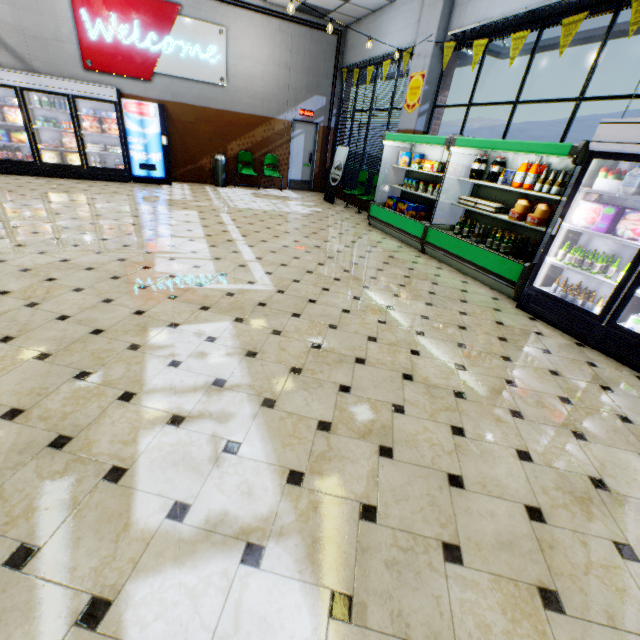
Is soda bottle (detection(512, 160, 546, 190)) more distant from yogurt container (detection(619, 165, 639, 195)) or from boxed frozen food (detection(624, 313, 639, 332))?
boxed frozen food (detection(624, 313, 639, 332))

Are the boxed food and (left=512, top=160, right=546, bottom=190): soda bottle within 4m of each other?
no

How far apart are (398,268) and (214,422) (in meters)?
4.21

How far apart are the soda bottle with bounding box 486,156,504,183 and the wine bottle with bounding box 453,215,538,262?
0.98m

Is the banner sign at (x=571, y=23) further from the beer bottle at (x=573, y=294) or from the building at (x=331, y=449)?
the beer bottle at (x=573, y=294)

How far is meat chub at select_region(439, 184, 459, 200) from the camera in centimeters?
628cm

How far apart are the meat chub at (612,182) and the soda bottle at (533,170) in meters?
1.0

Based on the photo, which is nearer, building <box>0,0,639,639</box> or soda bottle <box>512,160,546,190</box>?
building <box>0,0,639,639</box>
